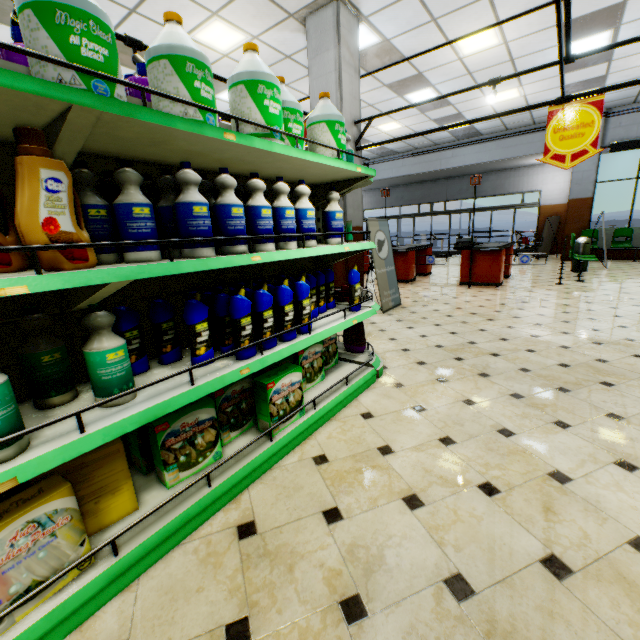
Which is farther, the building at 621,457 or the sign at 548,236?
the sign at 548,236

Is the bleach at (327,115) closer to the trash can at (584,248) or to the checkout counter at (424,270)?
the checkout counter at (424,270)

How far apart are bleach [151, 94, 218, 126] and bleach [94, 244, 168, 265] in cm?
32

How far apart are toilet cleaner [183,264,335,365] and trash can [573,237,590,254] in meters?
10.7

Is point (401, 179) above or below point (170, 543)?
above

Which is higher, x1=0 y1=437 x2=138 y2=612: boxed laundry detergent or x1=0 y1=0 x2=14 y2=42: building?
x1=0 y1=0 x2=14 y2=42: building

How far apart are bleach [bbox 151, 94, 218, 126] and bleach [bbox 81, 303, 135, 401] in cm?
93

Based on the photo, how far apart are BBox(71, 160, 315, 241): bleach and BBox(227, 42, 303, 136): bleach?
0.47m
